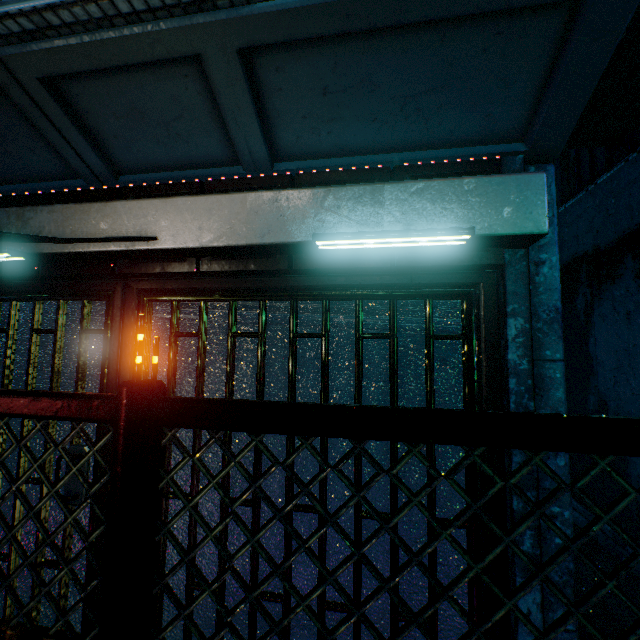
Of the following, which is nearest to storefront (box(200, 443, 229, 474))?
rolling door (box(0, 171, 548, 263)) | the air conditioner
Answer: rolling door (box(0, 171, 548, 263))

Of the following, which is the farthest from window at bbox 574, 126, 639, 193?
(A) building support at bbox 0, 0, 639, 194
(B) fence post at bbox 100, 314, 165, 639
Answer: (B) fence post at bbox 100, 314, 165, 639

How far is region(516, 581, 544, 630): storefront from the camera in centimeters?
148cm

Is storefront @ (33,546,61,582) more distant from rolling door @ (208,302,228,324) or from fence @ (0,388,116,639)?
fence @ (0,388,116,639)

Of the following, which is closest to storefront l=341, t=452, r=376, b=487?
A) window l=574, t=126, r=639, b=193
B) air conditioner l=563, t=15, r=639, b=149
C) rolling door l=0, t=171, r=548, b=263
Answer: rolling door l=0, t=171, r=548, b=263

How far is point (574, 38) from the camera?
1.3m

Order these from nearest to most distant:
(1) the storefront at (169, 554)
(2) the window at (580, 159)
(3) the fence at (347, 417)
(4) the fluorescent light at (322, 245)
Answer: (3) the fence at (347, 417)
(4) the fluorescent light at (322, 245)
(1) the storefront at (169, 554)
(2) the window at (580, 159)

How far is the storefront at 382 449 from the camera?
1.7 meters
